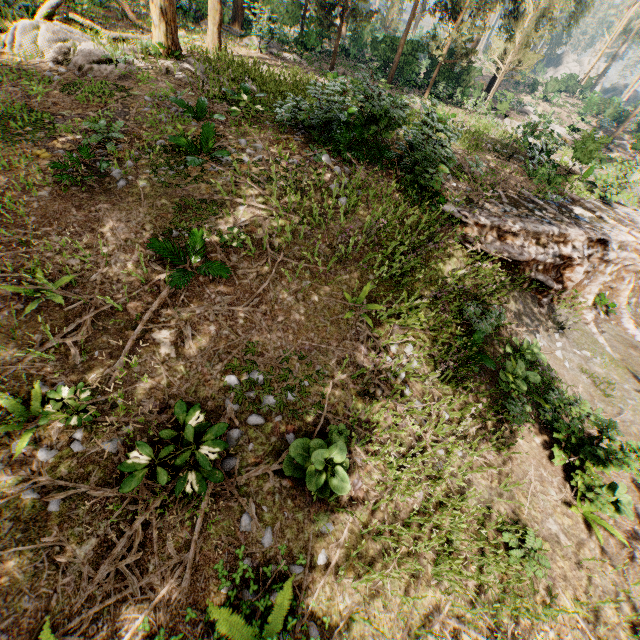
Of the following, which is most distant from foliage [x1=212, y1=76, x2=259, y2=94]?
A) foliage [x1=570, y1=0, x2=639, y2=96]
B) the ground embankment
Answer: foliage [x1=570, y1=0, x2=639, y2=96]

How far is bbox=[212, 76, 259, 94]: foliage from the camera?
11.7m

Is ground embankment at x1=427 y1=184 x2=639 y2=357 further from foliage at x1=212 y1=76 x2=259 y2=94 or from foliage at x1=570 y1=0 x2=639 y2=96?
foliage at x1=570 y1=0 x2=639 y2=96

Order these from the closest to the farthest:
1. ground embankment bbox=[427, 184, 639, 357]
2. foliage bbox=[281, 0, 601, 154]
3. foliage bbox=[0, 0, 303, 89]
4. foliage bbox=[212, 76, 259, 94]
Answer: foliage bbox=[0, 0, 303, 89] → ground embankment bbox=[427, 184, 639, 357] → foliage bbox=[212, 76, 259, 94] → foliage bbox=[281, 0, 601, 154]

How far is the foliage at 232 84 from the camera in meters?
11.7

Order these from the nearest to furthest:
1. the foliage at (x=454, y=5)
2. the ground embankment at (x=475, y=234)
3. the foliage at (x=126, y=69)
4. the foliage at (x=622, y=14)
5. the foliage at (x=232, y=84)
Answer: the foliage at (x=126, y=69) < the ground embankment at (x=475, y=234) < the foliage at (x=232, y=84) < the foliage at (x=454, y=5) < the foliage at (x=622, y=14)

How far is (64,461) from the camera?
4.51m
